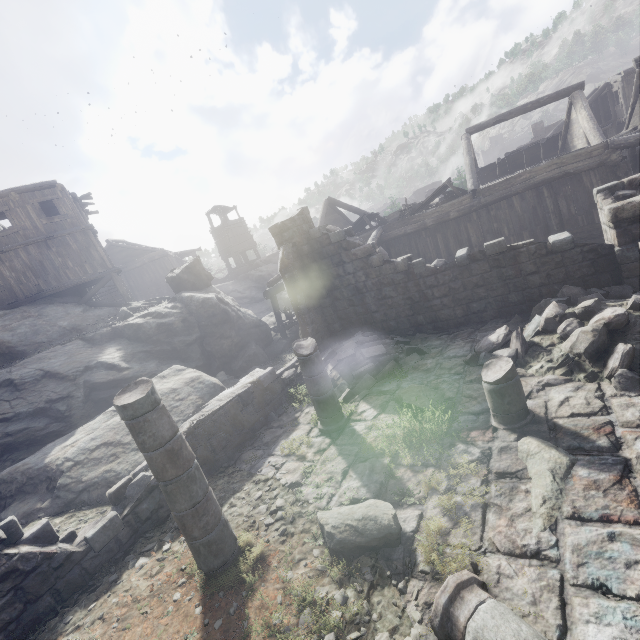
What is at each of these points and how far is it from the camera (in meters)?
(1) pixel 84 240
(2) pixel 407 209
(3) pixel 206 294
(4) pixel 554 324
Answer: (1) building, 19.50
(2) broken furniture, 15.83
(3) rock, 16.16
(4) rubble, 7.29

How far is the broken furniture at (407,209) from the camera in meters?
15.7 m

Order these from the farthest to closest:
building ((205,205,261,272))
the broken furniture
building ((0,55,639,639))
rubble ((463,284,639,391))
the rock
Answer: building ((205,205,261,272)) → the broken furniture → the rock → rubble ((463,284,639,391)) → building ((0,55,639,639))

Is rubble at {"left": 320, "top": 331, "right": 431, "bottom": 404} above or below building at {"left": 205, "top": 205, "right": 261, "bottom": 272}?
below

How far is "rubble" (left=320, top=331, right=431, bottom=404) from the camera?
9.0m

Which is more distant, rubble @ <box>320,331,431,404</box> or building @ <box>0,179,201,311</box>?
building @ <box>0,179,201,311</box>

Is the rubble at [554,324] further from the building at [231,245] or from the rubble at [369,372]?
the rubble at [369,372]

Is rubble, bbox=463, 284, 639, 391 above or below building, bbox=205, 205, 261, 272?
below
